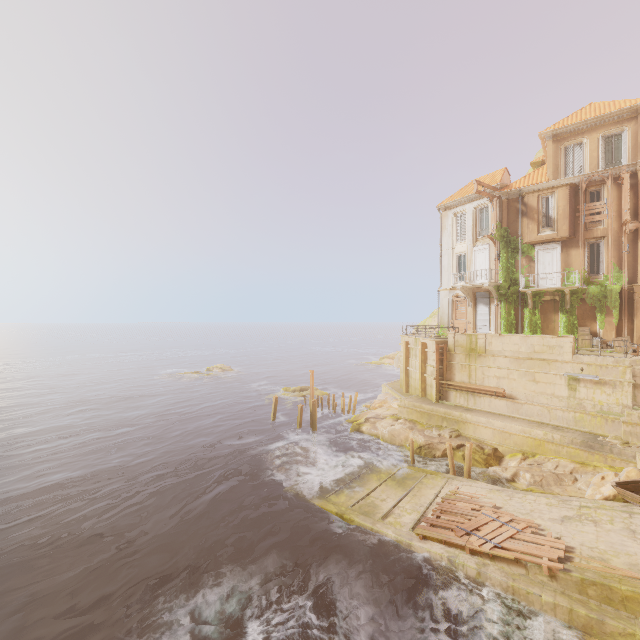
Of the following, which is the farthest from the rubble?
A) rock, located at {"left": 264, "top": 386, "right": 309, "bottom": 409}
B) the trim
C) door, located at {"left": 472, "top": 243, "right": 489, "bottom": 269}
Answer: the trim

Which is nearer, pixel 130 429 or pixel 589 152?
pixel 589 152

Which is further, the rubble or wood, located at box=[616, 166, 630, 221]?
the rubble

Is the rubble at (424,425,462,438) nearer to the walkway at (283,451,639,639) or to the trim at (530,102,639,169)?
the walkway at (283,451,639,639)

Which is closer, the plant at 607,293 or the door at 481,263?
the plant at 607,293

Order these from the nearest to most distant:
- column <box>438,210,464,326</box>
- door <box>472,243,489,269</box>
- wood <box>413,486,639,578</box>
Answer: wood <box>413,486,639,578</box> < door <box>472,243,489,269</box> < column <box>438,210,464,326</box>

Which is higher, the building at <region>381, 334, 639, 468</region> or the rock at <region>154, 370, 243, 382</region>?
the building at <region>381, 334, 639, 468</region>

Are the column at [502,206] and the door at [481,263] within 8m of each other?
yes
